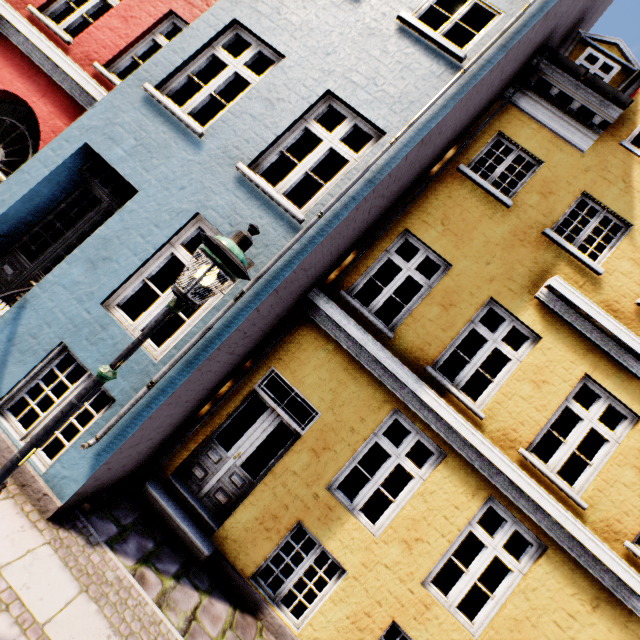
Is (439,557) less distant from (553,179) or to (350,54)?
(553,179)

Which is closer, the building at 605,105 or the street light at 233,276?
the street light at 233,276

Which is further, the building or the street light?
the building
